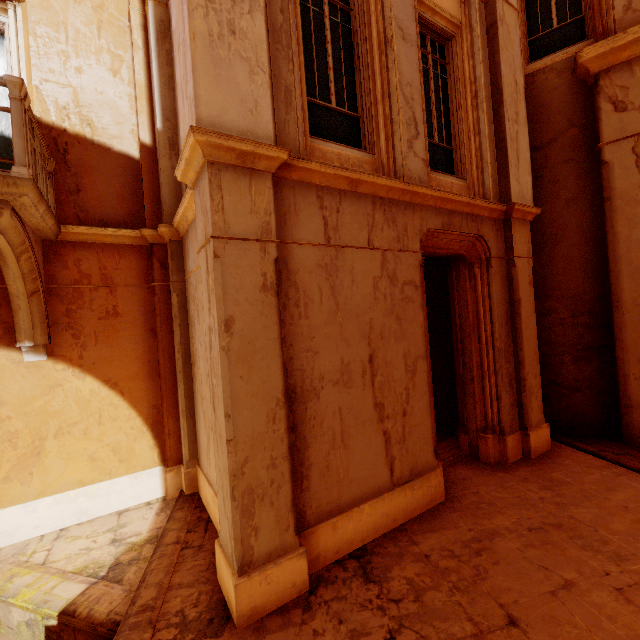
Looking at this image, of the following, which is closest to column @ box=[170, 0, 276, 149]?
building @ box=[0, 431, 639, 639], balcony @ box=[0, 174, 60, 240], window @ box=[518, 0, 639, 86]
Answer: window @ box=[518, 0, 639, 86]

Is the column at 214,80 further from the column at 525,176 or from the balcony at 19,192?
the column at 525,176

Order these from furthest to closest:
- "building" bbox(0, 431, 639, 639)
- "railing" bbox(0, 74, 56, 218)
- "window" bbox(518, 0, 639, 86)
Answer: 1. "window" bbox(518, 0, 639, 86)
2. "railing" bbox(0, 74, 56, 218)
3. "building" bbox(0, 431, 639, 639)

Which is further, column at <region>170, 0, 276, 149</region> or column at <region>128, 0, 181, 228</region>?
column at <region>128, 0, 181, 228</region>

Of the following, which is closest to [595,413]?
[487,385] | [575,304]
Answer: [575,304]

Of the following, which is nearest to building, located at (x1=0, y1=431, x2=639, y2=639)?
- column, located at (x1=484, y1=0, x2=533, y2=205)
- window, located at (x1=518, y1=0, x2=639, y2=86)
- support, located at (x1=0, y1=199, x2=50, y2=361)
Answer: support, located at (x1=0, y1=199, x2=50, y2=361)

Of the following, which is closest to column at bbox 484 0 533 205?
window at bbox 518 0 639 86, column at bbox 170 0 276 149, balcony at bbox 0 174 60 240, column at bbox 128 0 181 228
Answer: window at bbox 518 0 639 86

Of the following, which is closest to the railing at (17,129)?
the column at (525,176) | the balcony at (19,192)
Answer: the balcony at (19,192)
